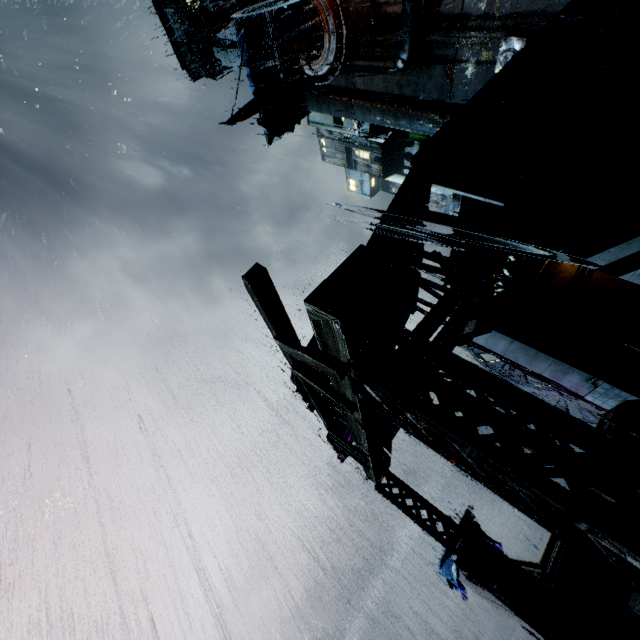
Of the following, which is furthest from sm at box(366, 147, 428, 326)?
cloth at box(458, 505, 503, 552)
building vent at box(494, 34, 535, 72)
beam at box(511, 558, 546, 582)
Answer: building vent at box(494, 34, 535, 72)

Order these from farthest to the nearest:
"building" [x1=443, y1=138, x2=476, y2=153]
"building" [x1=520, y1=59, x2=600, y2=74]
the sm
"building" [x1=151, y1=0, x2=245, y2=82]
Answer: "building" [x1=151, y1=0, x2=245, y2=82] < "building" [x1=520, y1=59, x2=600, y2=74] < "building" [x1=443, y1=138, x2=476, y2=153] < the sm

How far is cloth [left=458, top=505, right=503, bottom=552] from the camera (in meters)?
17.20

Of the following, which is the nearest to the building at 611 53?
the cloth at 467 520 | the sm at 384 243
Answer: the sm at 384 243

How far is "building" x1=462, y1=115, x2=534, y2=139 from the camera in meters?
8.9 m

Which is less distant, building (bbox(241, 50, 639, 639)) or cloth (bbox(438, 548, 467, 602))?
building (bbox(241, 50, 639, 639))

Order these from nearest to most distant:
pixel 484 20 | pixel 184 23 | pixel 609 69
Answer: pixel 609 69 < pixel 484 20 < pixel 184 23

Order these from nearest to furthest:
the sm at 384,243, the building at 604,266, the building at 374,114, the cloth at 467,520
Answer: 1. the building at 604,266
2. the sm at 384,243
3. the cloth at 467,520
4. the building at 374,114
